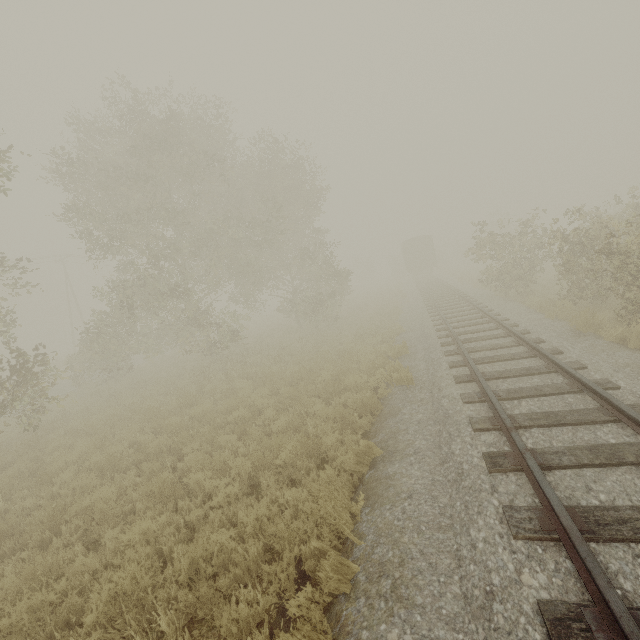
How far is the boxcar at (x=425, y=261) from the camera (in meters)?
37.06

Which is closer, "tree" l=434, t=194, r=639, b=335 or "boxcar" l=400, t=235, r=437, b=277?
"tree" l=434, t=194, r=639, b=335

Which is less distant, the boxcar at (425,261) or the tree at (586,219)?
the tree at (586,219)

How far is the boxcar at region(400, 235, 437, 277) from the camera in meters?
37.1

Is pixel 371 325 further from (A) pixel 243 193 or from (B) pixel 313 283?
(A) pixel 243 193
